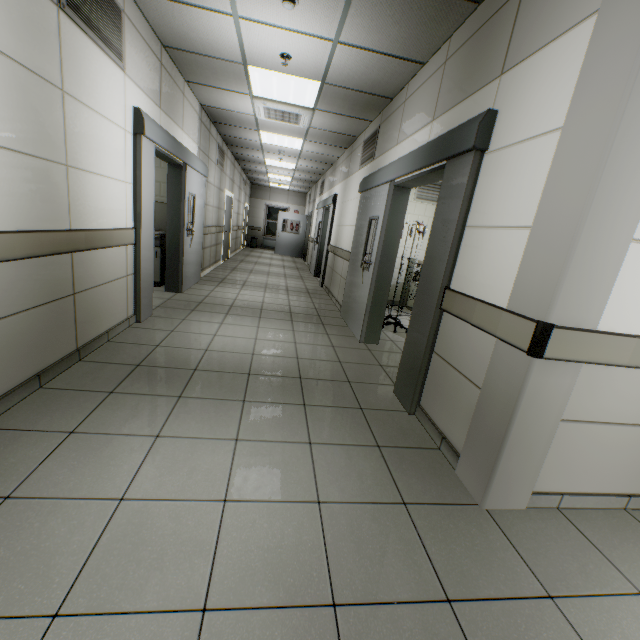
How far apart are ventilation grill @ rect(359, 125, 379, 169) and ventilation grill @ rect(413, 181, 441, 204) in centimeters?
172cm

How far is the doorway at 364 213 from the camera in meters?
2.4 m

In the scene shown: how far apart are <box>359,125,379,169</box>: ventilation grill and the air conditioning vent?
1.0 meters

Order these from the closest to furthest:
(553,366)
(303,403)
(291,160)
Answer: (553,366), (303,403), (291,160)

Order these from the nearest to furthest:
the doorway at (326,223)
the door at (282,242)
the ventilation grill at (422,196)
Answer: the ventilation grill at (422,196)
the doorway at (326,223)
the door at (282,242)

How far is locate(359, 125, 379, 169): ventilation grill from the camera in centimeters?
503cm

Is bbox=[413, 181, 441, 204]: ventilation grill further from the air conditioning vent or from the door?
the door

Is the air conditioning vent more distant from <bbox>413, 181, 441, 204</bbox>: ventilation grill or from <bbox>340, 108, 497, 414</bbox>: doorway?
<bbox>413, 181, 441, 204</bbox>: ventilation grill
